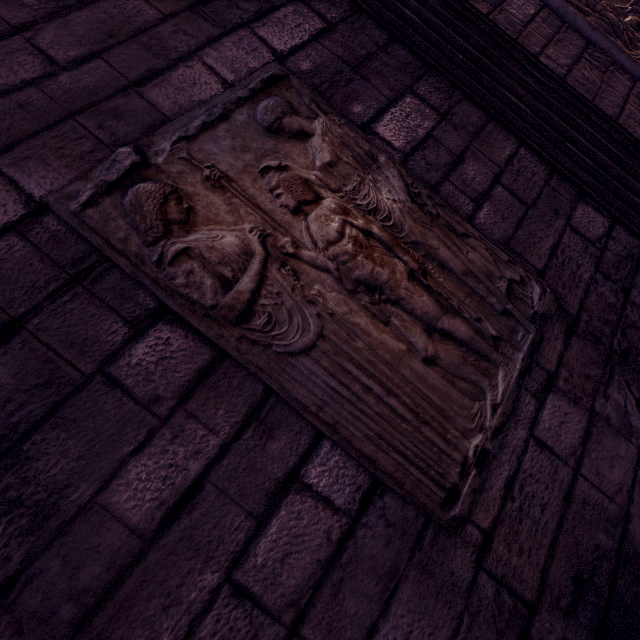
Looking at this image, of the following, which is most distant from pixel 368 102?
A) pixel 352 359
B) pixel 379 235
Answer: pixel 352 359

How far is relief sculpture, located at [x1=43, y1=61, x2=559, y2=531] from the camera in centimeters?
103cm

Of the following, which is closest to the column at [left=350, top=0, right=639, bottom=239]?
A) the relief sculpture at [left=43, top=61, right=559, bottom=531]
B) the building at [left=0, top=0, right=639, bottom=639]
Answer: the building at [left=0, top=0, right=639, bottom=639]

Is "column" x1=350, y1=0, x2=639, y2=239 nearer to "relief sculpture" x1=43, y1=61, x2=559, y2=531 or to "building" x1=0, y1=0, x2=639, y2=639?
"building" x1=0, y1=0, x2=639, y2=639

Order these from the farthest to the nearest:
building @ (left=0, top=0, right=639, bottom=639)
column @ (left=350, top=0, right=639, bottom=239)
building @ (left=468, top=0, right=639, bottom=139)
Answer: building @ (left=468, top=0, right=639, bottom=139) < column @ (left=350, top=0, right=639, bottom=239) < building @ (left=0, top=0, right=639, bottom=639)

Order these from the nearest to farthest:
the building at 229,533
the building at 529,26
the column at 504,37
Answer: the building at 229,533
the column at 504,37
the building at 529,26

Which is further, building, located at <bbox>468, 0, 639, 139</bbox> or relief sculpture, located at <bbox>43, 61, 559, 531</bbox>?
building, located at <bbox>468, 0, 639, 139</bbox>

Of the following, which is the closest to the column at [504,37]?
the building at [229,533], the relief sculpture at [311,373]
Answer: the building at [229,533]
